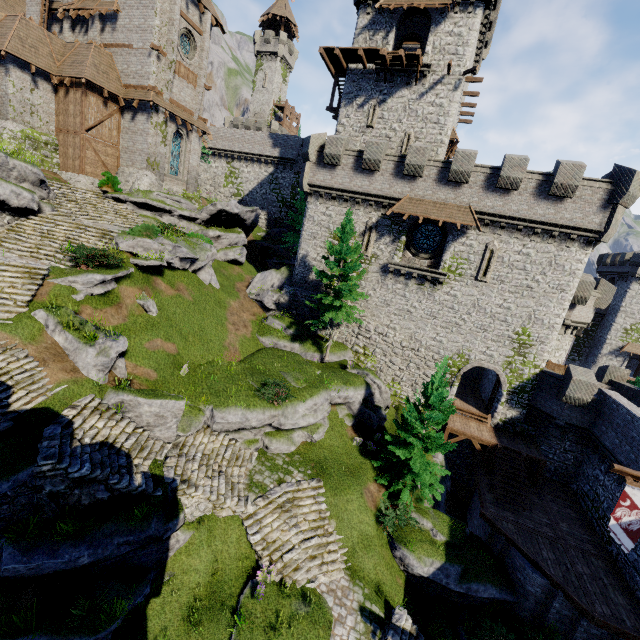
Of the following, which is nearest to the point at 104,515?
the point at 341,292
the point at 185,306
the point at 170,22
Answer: the point at 185,306

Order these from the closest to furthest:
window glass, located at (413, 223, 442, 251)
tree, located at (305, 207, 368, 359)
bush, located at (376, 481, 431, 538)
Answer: bush, located at (376, 481, 431, 538) → tree, located at (305, 207, 368, 359) → window glass, located at (413, 223, 442, 251)

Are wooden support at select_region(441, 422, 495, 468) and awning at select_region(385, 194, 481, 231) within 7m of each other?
no

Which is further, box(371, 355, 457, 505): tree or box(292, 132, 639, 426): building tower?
box(292, 132, 639, 426): building tower

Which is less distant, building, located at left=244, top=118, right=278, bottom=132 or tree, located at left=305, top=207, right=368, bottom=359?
tree, located at left=305, top=207, right=368, bottom=359

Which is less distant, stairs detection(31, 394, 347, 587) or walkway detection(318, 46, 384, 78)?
stairs detection(31, 394, 347, 587)

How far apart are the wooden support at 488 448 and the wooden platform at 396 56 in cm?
2766

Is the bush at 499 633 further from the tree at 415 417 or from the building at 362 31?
the building at 362 31
